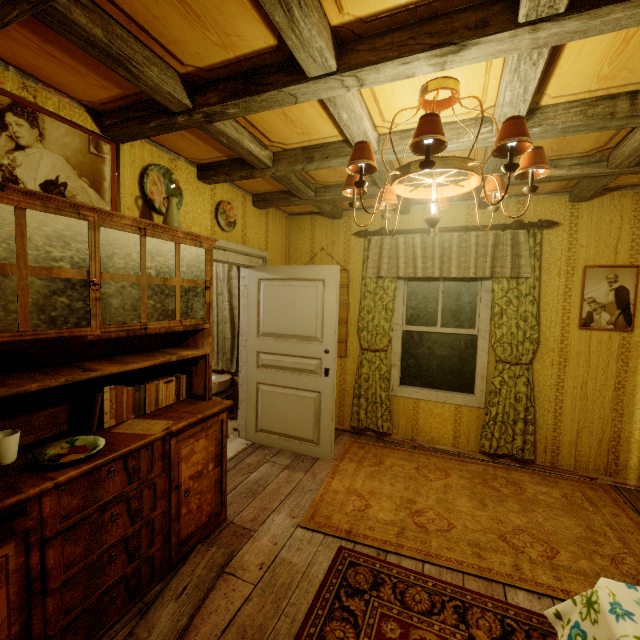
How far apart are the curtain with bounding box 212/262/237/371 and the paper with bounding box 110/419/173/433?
2.73m

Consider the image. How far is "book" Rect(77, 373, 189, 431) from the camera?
1.9m

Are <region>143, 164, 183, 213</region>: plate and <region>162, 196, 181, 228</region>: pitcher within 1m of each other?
yes

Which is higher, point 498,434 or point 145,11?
point 145,11

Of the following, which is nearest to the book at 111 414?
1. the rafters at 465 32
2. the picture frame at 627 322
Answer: the rafters at 465 32

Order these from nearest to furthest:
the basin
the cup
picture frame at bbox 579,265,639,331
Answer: the cup, picture frame at bbox 579,265,639,331, the basin

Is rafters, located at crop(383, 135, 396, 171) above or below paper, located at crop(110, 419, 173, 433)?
above

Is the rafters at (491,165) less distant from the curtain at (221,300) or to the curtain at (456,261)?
the curtain at (456,261)
